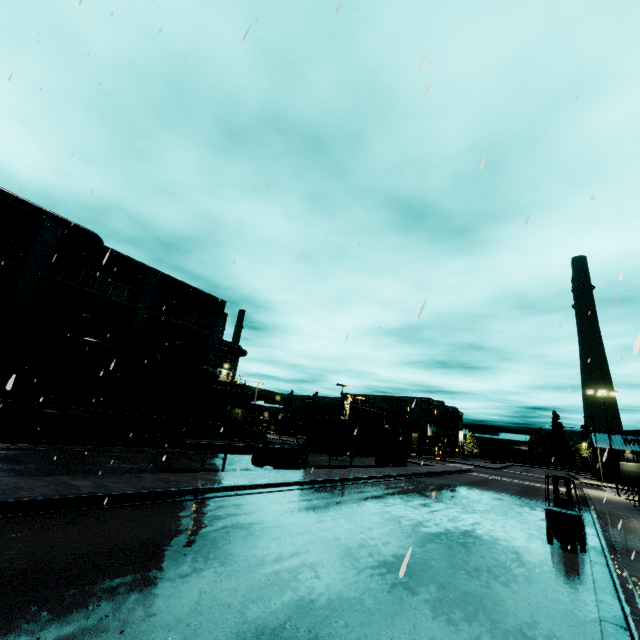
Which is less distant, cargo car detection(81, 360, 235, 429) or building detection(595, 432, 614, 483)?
cargo car detection(81, 360, 235, 429)

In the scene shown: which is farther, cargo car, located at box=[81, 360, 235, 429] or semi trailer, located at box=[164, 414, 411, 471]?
cargo car, located at box=[81, 360, 235, 429]

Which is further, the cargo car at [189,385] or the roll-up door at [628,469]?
the roll-up door at [628,469]

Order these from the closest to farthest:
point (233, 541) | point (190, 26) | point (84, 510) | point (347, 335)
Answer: point (347, 335) → point (233, 541) → point (84, 510) → point (190, 26)

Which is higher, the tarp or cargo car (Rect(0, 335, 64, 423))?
the tarp

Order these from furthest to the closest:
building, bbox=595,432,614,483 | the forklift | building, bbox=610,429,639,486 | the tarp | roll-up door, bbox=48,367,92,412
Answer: building, bbox=595,432,614,483
building, bbox=610,429,639,486
the tarp
roll-up door, bbox=48,367,92,412
the forklift

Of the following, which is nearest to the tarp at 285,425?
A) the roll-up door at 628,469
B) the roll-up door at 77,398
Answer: the roll-up door at 628,469

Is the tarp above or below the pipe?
below
